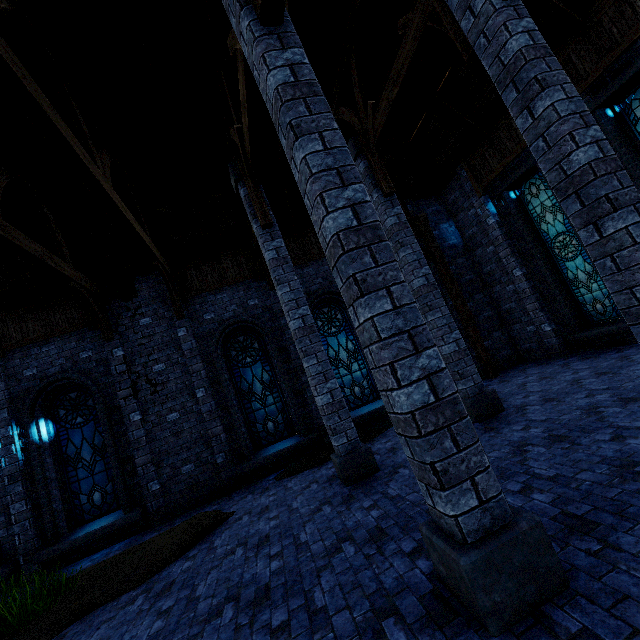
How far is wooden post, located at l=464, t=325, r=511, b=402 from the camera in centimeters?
829cm

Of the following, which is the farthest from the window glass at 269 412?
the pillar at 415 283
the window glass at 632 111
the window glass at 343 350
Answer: the window glass at 632 111

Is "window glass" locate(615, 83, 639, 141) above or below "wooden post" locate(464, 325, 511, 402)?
above

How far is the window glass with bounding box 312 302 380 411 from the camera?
10.63m

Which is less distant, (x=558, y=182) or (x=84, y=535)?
(x=558, y=182)

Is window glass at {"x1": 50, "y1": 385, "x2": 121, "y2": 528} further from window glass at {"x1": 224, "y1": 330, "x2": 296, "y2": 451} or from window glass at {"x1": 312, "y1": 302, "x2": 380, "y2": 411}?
window glass at {"x1": 312, "y1": 302, "x2": 380, "y2": 411}

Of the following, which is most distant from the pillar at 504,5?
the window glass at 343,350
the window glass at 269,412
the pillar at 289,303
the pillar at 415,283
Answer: the window glass at 269,412

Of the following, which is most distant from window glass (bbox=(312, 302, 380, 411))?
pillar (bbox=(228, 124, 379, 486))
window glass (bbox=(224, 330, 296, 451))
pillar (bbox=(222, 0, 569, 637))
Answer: pillar (bbox=(222, 0, 569, 637))
